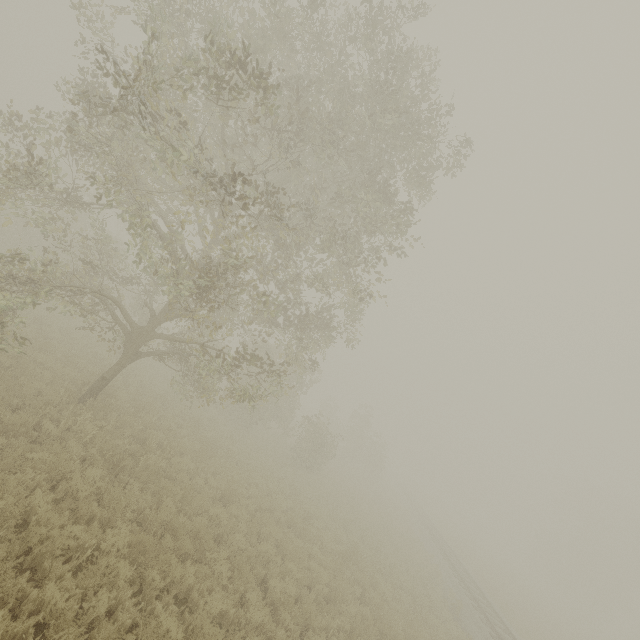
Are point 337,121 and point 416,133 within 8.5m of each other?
yes

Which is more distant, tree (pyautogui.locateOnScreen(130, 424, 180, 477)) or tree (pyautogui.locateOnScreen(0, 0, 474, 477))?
tree (pyautogui.locateOnScreen(130, 424, 180, 477))

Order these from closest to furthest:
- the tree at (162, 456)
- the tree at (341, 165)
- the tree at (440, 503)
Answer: the tree at (341, 165) → the tree at (162, 456) → the tree at (440, 503)

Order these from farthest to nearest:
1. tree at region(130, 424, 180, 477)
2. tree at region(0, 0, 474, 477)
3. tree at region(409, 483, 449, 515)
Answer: tree at region(409, 483, 449, 515), tree at region(130, 424, 180, 477), tree at region(0, 0, 474, 477)

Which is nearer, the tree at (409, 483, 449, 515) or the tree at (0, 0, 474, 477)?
the tree at (0, 0, 474, 477)

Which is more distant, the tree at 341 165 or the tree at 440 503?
the tree at 440 503

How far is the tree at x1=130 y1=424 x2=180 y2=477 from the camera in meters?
9.9

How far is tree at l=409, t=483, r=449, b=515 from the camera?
51.85m
